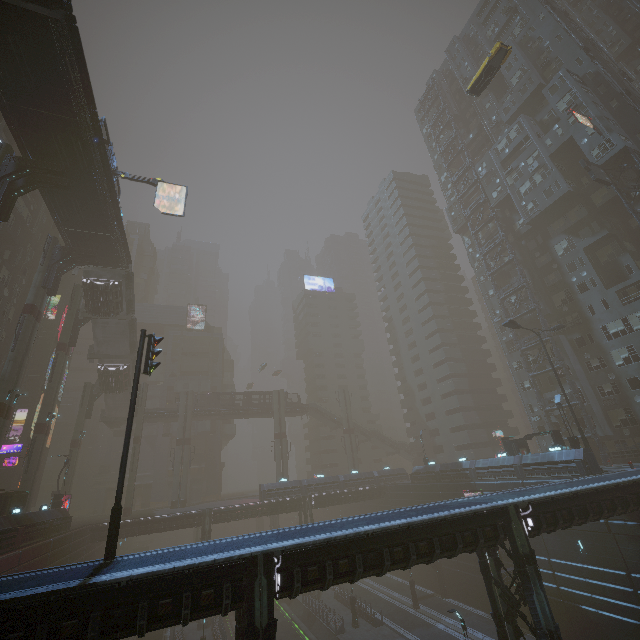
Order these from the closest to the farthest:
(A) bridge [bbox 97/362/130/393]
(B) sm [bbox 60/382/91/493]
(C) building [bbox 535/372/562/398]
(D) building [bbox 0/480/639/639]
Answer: (D) building [bbox 0/480/639/639] → (C) building [bbox 535/372/562/398] → (B) sm [bbox 60/382/91/493] → (A) bridge [bbox 97/362/130/393]

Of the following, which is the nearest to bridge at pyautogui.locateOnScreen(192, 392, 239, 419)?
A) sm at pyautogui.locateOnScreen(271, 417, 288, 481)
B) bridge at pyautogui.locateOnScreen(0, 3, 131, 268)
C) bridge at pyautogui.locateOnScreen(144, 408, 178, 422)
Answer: bridge at pyautogui.locateOnScreen(144, 408, 178, 422)

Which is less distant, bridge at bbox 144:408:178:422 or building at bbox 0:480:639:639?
building at bbox 0:480:639:639

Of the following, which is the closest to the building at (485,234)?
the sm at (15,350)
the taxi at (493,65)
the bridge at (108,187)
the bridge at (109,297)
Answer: the sm at (15,350)

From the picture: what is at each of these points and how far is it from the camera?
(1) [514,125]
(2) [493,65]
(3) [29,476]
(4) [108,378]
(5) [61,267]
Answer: (1) building, 46.09m
(2) taxi, 30.38m
(3) sm, 31.17m
(4) bridge, 45.09m
(5) building structure, 33.22m

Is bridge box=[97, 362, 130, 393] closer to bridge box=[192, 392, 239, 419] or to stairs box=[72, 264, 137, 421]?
stairs box=[72, 264, 137, 421]

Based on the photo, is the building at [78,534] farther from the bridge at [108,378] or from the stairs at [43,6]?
the bridge at [108,378]

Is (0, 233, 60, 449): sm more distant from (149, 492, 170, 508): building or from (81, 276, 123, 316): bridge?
(81, 276, 123, 316): bridge
